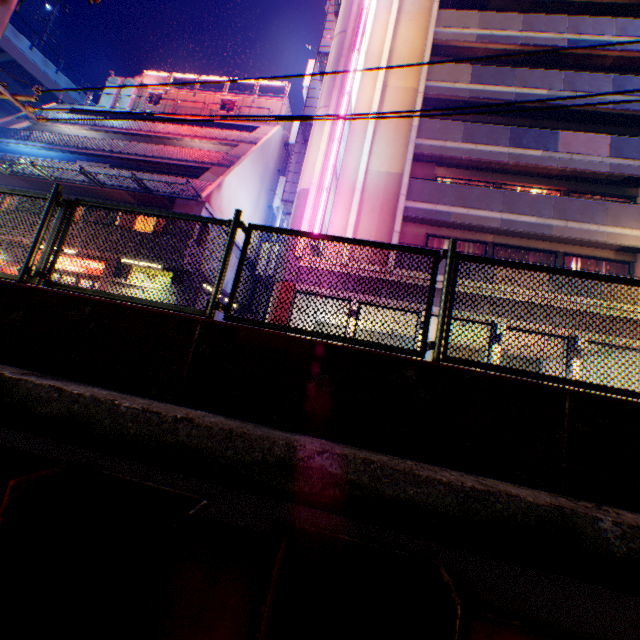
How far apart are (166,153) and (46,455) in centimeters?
2019cm

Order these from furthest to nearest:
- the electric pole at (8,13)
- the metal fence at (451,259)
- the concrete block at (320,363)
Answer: the electric pole at (8,13)
the metal fence at (451,259)
the concrete block at (320,363)

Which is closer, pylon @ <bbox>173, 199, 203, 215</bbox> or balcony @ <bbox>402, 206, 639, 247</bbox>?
balcony @ <bbox>402, 206, 639, 247</bbox>

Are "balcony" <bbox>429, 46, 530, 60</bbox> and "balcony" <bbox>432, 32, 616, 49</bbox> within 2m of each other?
yes

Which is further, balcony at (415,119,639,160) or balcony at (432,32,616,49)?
balcony at (432,32,616,49)

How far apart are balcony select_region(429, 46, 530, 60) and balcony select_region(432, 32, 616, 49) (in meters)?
0.61

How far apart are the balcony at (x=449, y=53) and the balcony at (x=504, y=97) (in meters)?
3.20

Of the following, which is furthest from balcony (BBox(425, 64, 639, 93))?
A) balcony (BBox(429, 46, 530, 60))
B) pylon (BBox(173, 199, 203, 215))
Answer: pylon (BBox(173, 199, 203, 215))
